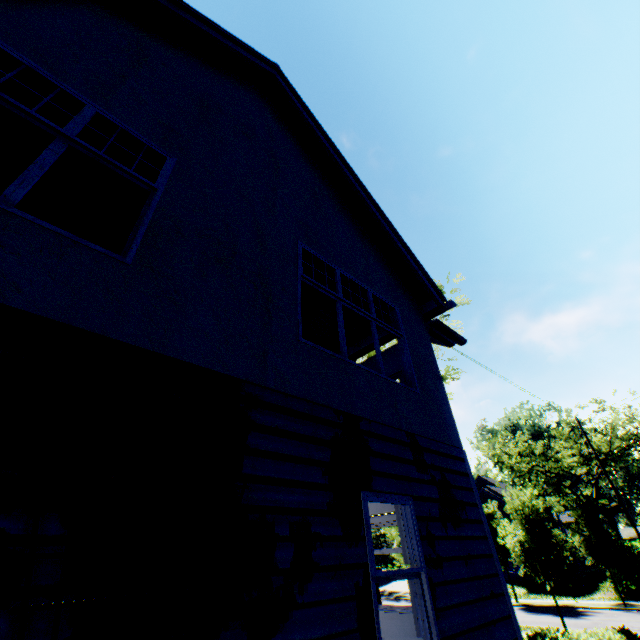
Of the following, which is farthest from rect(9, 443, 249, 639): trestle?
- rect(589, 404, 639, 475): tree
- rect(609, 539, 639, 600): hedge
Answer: rect(609, 539, 639, 600): hedge

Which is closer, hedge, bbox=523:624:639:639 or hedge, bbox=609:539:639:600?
hedge, bbox=523:624:639:639

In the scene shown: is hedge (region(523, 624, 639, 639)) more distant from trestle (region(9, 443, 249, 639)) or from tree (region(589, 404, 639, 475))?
tree (region(589, 404, 639, 475))

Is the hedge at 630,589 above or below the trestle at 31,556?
below

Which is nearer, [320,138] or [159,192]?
[159,192]

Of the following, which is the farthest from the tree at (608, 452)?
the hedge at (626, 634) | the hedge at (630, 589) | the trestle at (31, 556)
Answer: the trestle at (31, 556)

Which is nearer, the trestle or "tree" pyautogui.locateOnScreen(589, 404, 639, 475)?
the trestle
